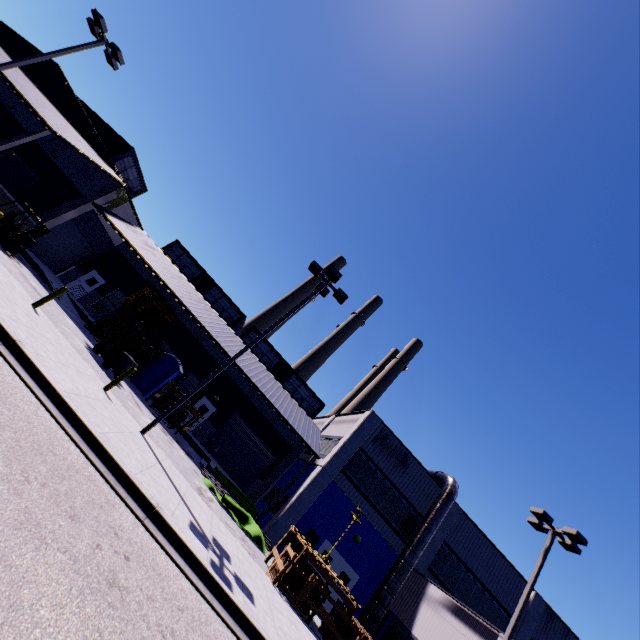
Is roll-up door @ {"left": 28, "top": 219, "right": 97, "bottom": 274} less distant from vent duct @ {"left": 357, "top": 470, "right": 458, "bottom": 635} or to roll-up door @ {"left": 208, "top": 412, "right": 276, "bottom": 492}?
roll-up door @ {"left": 208, "top": 412, "right": 276, "bottom": 492}

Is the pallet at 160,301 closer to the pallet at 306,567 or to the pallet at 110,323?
the pallet at 110,323

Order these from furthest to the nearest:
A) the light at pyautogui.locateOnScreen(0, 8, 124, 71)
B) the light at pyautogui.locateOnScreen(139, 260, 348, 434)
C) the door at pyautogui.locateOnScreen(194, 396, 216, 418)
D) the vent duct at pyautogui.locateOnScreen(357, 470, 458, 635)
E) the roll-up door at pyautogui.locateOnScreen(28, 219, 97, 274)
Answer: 1. the door at pyautogui.locateOnScreen(194, 396, 216, 418)
2. the roll-up door at pyautogui.locateOnScreen(28, 219, 97, 274)
3. the vent duct at pyautogui.locateOnScreen(357, 470, 458, 635)
4. the light at pyautogui.locateOnScreen(0, 8, 124, 71)
5. the light at pyautogui.locateOnScreen(139, 260, 348, 434)

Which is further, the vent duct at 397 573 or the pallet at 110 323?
the pallet at 110 323

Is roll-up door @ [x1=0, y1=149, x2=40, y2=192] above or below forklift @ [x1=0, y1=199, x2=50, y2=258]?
above

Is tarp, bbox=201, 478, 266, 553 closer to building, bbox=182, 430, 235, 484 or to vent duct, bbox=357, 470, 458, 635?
building, bbox=182, 430, 235, 484

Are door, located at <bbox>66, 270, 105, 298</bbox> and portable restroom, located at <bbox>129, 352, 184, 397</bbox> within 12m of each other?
yes

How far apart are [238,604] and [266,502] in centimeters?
1889cm
